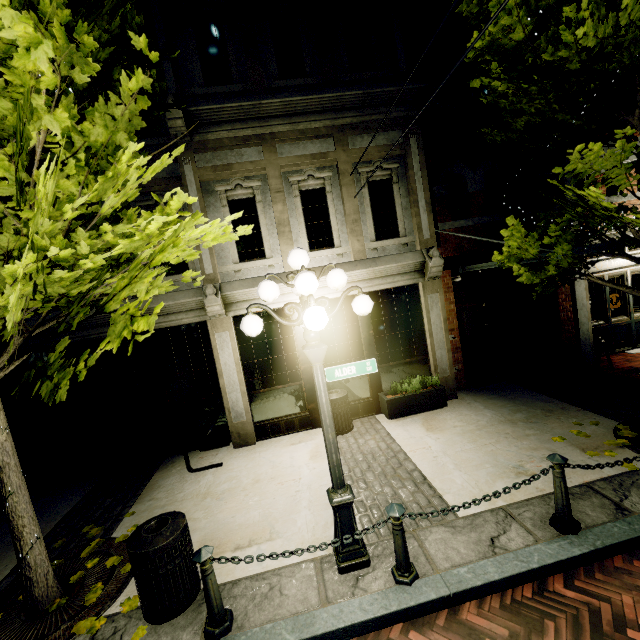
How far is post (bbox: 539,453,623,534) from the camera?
3.7 meters

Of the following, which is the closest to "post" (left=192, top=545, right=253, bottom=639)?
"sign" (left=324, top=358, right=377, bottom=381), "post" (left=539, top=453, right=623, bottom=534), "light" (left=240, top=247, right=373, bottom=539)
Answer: "light" (left=240, top=247, right=373, bottom=539)

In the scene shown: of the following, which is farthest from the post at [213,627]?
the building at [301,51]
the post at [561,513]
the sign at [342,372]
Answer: the building at [301,51]

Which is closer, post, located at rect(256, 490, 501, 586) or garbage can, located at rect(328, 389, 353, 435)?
post, located at rect(256, 490, 501, 586)

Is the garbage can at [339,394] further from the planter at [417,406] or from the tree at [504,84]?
the tree at [504,84]

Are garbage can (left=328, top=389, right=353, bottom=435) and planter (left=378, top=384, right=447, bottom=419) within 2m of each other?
yes

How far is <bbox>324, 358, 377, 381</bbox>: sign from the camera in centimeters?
367cm

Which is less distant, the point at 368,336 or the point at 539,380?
the point at 368,336
